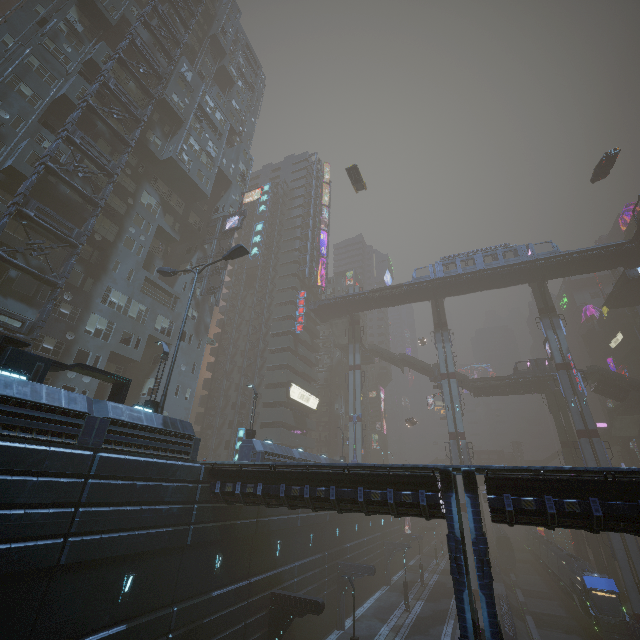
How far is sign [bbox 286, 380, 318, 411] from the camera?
50.1m

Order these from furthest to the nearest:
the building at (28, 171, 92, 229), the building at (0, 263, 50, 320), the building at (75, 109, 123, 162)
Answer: the building at (75, 109, 123, 162) → the building at (28, 171, 92, 229) → the building at (0, 263, 50, 320)

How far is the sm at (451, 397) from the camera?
45.5 meters

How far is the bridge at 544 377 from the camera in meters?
55.7 m

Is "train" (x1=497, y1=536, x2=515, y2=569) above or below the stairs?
below

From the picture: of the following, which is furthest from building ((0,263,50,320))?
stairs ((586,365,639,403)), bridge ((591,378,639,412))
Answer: bridge ((591,378,639,412))

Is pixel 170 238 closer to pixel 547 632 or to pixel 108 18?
pixel 108 18

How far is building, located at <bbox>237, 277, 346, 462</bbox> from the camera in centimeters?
2552cm
